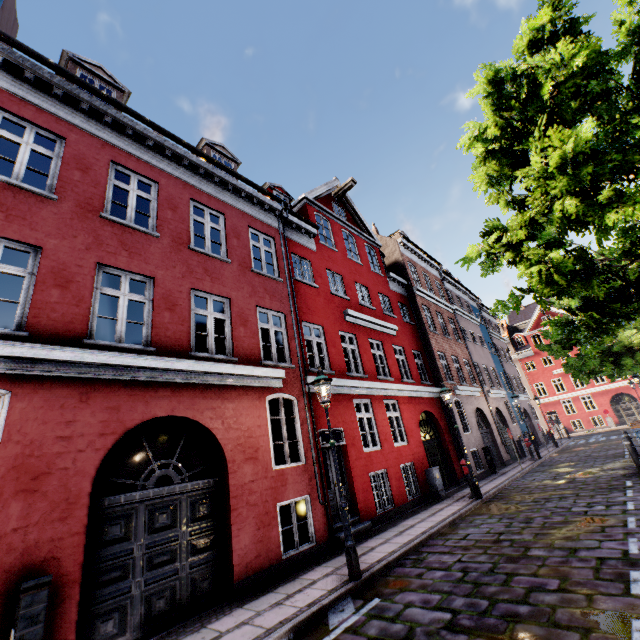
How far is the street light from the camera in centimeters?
580cm

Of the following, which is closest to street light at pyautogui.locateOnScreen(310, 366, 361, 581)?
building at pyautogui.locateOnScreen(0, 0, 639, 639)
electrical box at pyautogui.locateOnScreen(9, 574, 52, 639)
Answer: building at pyautogui.locateOnScreen(0, 0, 639, 639)

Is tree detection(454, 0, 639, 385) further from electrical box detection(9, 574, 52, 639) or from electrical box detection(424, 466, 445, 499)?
electrical box detection(9, 574, 52, 639)

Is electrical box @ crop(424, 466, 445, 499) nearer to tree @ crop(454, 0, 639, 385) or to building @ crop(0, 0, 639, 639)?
building @ crop(0, 0, 639, 639)

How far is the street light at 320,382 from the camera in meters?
5.8

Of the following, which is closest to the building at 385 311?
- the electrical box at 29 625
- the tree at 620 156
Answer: the electrical box at 29 625

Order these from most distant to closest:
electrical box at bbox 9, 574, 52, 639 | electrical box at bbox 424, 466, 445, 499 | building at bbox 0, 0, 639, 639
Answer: electrical box at bbox 424, 466, 445, 499
building at bbox 0, 0, 639, 639
electrical box at bbox 9, 574, 52, 639

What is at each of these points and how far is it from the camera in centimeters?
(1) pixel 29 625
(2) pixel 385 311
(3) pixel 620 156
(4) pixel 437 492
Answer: (1) electrical box, 385cm
(2) building, 1998cm
(3) tree, 519cm
(4) electrical box, 1205cm
